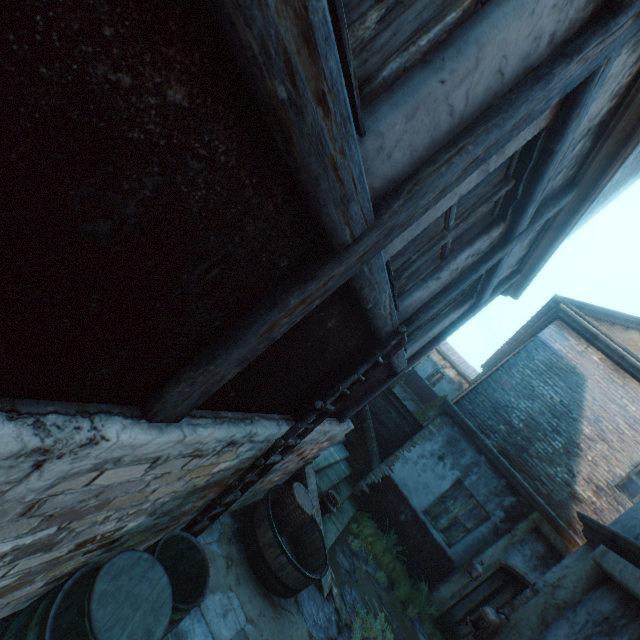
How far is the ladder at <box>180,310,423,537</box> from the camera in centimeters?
307cm

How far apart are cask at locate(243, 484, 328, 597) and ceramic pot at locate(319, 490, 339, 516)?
0.56m

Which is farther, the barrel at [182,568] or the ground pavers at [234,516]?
the ground pavers at [234,516]

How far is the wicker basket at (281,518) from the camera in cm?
468

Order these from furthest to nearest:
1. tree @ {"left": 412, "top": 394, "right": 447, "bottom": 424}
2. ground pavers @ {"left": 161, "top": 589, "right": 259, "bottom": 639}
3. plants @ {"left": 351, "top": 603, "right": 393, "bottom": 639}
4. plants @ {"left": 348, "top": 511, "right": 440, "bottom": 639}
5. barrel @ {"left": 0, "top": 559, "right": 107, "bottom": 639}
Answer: tree @ {"left": 412, "top": 394, "right": 447, "bottom": 424}, plants @ {"left": 348, "top": 511, "right": 440, "bottom": 639}, plants @ {"left": 351, "top": 603, "right": 393, "bottom": 639}, ground pavers @ {"left": 161, "top": 589, "right": 259, "bottom": 639}, barrel @ {"left": 0, "top": 559, "right": 107, "bottom": 639}

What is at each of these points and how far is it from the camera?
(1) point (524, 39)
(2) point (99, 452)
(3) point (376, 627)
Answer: (1) building, 1.30m
(2) building, 1.36m
(3) plants, 5.52m

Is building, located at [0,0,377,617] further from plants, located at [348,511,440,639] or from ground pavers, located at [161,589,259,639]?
plants, located at [348,511,440,639]

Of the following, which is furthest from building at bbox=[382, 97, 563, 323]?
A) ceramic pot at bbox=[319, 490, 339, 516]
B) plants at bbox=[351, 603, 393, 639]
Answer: ceramic pot at bbox=[319, 490, 339, 516]
